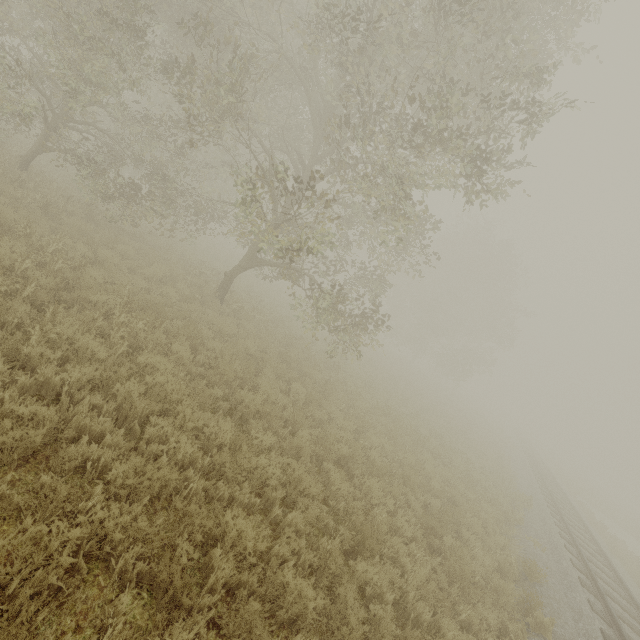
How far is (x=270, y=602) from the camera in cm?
405
